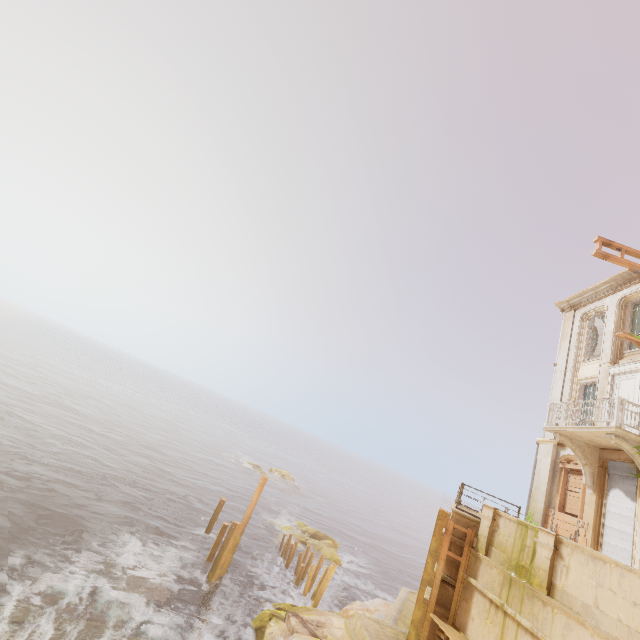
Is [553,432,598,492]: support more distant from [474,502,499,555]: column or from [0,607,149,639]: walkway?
[0,607,149,639]: walkway

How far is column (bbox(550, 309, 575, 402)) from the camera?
17.1 meters

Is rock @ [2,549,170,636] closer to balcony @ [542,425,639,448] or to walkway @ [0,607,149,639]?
walkway @ [0,607,149,639]

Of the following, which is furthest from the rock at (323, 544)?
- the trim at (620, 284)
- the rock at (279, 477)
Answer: the trim at (620, 284)

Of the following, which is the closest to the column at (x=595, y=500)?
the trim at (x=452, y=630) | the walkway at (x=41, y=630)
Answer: the trim at (x=452, y=630)

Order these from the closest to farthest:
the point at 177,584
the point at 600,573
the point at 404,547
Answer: the point at 600,573
the point at 177,584
the point at 404,547

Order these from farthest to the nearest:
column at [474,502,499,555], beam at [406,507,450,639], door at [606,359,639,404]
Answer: door at [606,359,639,404], beam at [406,507,450,639], column at [474,502,499,555]

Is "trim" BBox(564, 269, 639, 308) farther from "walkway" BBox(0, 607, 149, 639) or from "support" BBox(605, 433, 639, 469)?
"walkway" BBox(0, 607, 149, 639)
